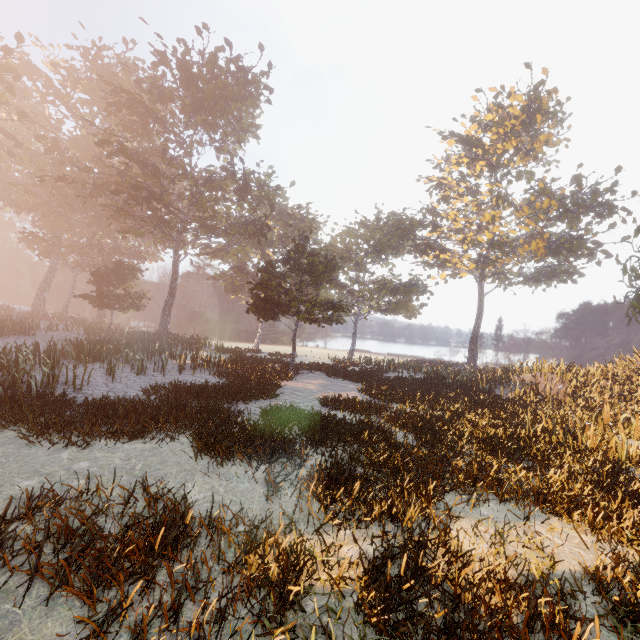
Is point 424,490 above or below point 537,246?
below
